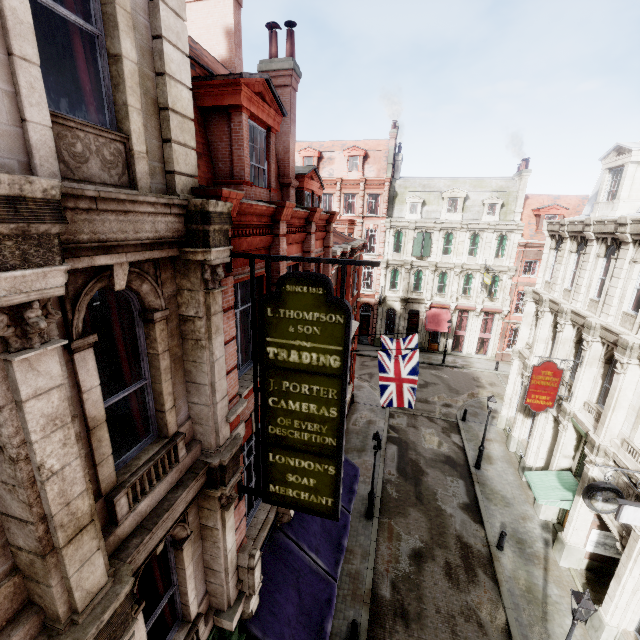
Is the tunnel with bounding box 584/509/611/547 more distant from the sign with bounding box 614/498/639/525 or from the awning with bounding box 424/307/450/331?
the awning with bounding box 424/307/450/331

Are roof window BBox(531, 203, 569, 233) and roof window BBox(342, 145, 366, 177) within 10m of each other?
no

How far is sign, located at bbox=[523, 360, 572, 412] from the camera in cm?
1403

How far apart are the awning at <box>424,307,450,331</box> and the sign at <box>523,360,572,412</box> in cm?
1872

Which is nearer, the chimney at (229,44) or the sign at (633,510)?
the sign at (633,510)

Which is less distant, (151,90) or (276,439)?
(151,90)

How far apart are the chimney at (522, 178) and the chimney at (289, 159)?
28.3m

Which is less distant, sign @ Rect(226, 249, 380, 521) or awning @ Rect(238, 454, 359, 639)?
sign @ Rect(226, 249, 380, 521)
